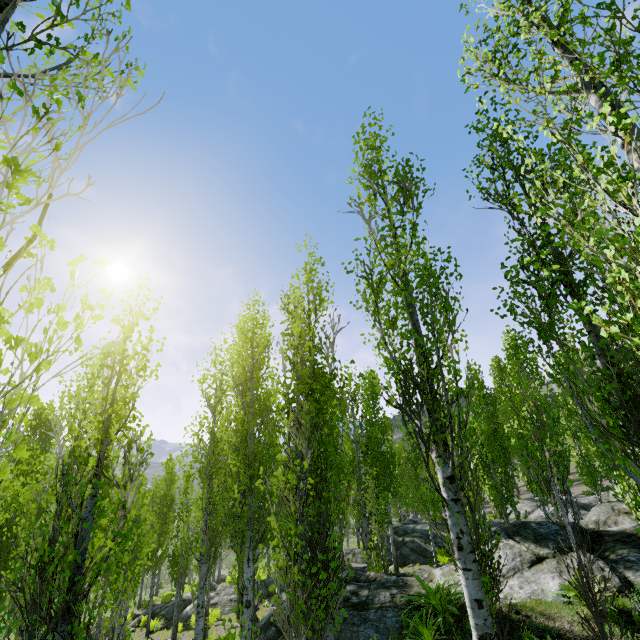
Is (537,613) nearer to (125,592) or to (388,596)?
(388,596)

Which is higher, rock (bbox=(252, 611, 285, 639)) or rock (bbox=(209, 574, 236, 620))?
rock (bbox=(252, 611, 285, 639))

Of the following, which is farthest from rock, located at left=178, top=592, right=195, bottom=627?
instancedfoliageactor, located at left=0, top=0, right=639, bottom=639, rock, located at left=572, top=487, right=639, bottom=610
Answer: rock, located at left=572, top=487, right=639, bottom=610

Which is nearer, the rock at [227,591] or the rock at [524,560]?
the rock at [524,560]

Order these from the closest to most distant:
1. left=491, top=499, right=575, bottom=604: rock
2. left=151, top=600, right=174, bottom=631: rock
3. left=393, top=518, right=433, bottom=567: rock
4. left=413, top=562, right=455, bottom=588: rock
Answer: left=491, top=499, right=575, bottom=604: rock
left=413, top=562, right=455, bottom=588: rock
left=151, top=600, right=174, bottom=631: rock
left=393, top=518, right=433, bottom=567: rock

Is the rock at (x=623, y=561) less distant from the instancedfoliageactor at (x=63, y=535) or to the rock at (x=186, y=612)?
the instancedfoliageactor at (x=63, y=535)

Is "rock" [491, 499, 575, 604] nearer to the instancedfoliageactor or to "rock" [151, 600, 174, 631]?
the instancedfoliageactor
